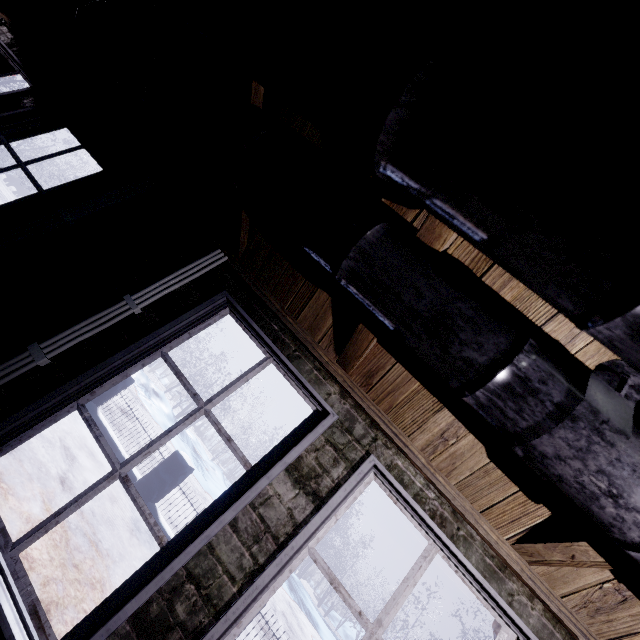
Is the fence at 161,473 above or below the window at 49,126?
below

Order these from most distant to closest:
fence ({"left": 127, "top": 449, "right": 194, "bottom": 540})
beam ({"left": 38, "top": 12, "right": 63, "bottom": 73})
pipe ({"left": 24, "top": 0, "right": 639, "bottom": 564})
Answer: fence ({"left": 127, "top": 449, "right": 194, "bottom": 540})
beam ({"left": 38, "top": 12, "right": 63, "bottom": 73})
pipe ({"left": 24, "top": 0, "right": 639, "bottom": 564})

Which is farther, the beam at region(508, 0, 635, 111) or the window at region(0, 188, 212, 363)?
the window at region(0, 188, 212, 363)

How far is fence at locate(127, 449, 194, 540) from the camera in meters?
5.5

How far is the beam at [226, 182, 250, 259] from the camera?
1.6m

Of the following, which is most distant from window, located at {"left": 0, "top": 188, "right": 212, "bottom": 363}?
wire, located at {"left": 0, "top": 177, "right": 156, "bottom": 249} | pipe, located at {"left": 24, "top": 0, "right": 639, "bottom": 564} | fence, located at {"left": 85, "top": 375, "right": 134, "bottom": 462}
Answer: fence, located at {"left": 85, "top": 375, "right": 134, "bottom": 462}

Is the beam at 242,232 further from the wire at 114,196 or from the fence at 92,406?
the fence at 92,406

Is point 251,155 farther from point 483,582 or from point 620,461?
point 483,582
